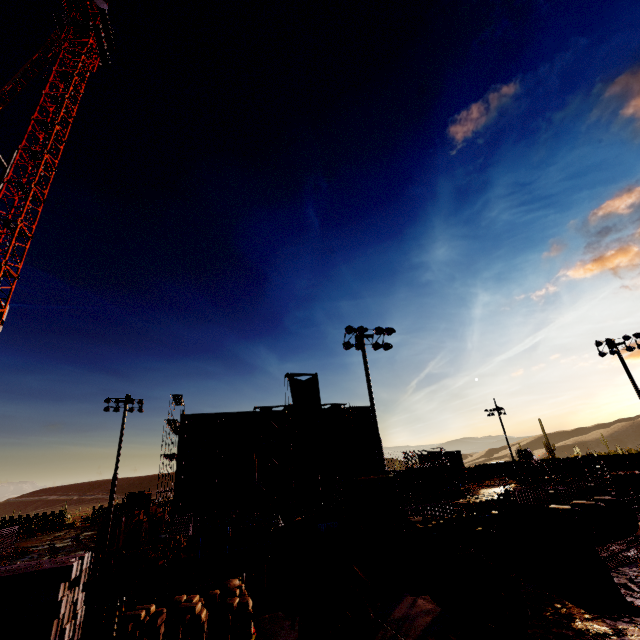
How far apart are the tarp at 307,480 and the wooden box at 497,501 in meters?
23.6 m

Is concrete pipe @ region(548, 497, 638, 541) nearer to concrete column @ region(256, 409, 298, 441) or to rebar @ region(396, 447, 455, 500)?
rebar @ region(396, 447, 455, 500)

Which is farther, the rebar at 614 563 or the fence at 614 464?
the fence at 614 464

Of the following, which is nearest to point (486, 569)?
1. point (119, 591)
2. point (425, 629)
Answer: point (425, 629)

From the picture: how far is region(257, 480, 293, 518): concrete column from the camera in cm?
3528

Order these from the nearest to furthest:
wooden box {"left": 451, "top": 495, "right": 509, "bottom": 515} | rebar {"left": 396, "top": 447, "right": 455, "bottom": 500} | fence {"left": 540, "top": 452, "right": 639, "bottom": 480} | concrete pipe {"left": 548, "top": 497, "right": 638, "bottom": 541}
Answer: wooden box {"left": 451, "top": 495, "right": 509, "bottom": 515}, concrete pipe {"left": 548, "top": 497, "right": 638, "bottom": 541}, rebar {"left": 396, "top": 447, "right": 455, "bottom": 500}, fence {"left": 540, "top": 452, "right": 639, "bottom": 480}

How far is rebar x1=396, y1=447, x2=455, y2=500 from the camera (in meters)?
40.91
